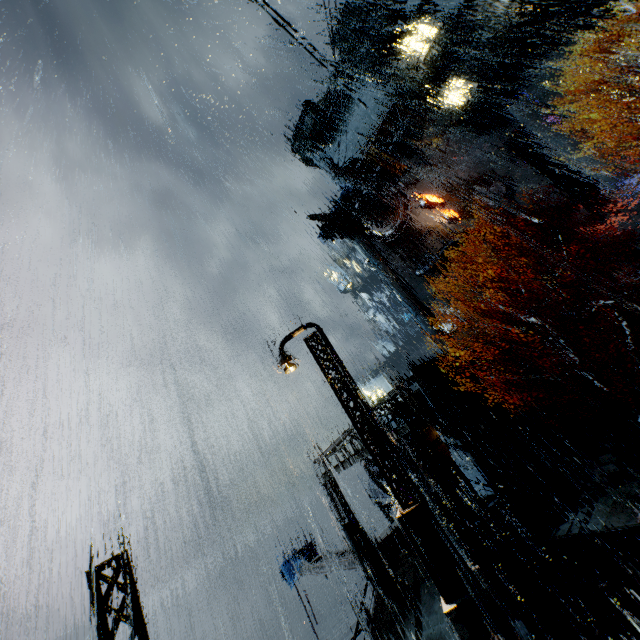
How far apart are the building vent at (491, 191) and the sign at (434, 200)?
3.7 meters

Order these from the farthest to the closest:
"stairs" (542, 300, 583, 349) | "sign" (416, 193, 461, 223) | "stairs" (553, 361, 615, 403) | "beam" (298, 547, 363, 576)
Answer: "sign" (416, 193, 461, 223)
"stairs" (542, 300, 583, 349)
"stairs" (553, 361, 615, 403)
"beam" (298, 547, 363, 576)

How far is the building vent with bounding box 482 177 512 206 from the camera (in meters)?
33.50

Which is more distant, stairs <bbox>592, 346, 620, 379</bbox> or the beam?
stairs <bbox>592, 346, 620, 379</bbox>

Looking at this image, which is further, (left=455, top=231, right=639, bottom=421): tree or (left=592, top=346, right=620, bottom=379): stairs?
(left=592, top=346, right=620, bottom=379): stairs

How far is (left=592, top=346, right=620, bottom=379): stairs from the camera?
23.48m

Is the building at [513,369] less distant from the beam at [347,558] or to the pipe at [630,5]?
the beam at [347,558]

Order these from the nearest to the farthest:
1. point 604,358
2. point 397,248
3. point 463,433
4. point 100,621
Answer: point 100,621, point 463,433, point 604,358, point 397,248
